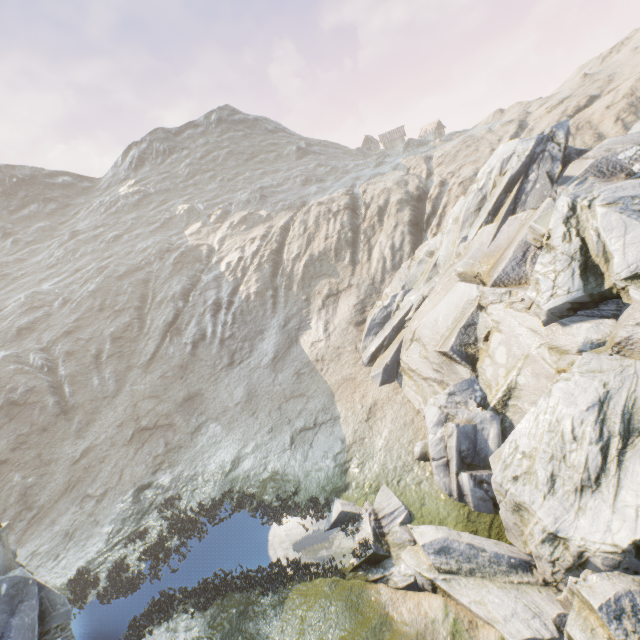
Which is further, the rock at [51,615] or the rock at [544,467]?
the rock at [51,615]

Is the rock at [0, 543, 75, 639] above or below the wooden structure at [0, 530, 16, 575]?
below

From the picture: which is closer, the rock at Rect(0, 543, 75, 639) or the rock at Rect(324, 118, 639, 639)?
the rock at Rect(324, 118, 639, 639)

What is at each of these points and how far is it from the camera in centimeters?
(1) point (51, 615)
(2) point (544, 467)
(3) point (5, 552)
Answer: (1) rock, 990cm
(2) rock, 973cm
(3) wooden structure, 1010cm

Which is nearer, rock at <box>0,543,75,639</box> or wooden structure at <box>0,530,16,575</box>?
rock at <box>0,543,75,639</box>

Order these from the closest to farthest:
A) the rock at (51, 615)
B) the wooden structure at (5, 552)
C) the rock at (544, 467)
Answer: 1. the rock at (544, 467)
2. the rock at (51, 615)
3. the wooden structure at (5, 552)

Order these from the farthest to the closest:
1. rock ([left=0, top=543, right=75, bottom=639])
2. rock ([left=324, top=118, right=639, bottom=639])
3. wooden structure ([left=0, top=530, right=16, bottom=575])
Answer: wooden structure ([left=0, top=530, right=16, bottom=575]) → rock ([left=0, top=543, right=75, bottom=639]) → rock ([left=324, top=118, right=639, bottom=639])
